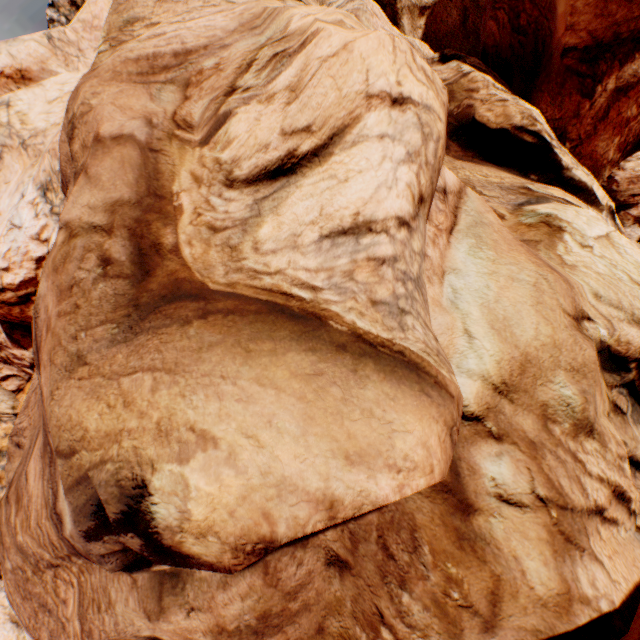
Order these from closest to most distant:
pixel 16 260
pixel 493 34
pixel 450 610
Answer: pixel 450 610
pixel 493 34
pixel 16 260
